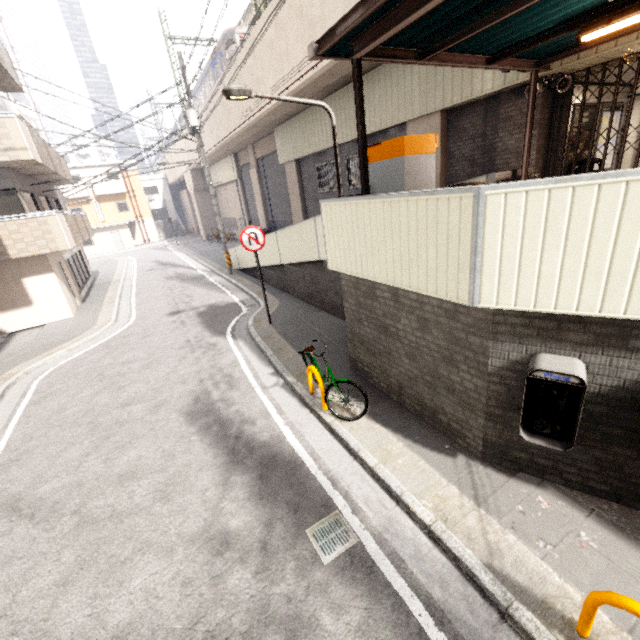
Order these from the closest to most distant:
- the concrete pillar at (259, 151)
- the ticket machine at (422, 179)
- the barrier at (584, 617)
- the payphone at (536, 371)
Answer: the barrier at (584, 617) < the payphone at (536, 371) < the ticket machine at (422, 179) < the concrete pillar at (259, 151)

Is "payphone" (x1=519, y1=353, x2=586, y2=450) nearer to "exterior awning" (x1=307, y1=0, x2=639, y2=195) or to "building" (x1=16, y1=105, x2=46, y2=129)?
"exterior awning" (x1=307, y1=0, x2=639, y2=195)

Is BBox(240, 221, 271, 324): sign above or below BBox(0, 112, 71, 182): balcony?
below

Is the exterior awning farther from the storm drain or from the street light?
the storm drain

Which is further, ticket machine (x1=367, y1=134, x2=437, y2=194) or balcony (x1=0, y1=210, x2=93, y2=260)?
balcony (x1=0, y1=210, x2=93, y2=260)

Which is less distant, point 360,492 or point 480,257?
point 480,257

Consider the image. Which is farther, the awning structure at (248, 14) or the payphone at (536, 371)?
the awning structure at (248, 14)

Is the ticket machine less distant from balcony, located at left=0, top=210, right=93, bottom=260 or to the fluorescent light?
the fluorescent light
